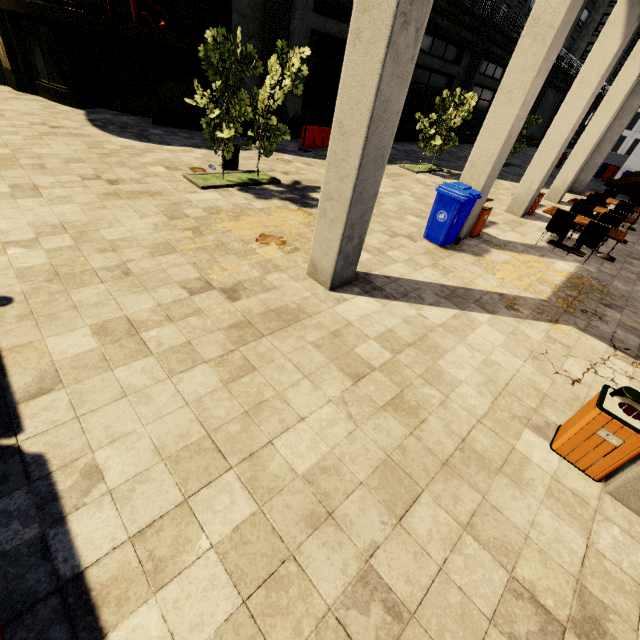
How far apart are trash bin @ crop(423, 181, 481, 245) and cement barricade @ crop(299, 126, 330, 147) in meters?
8.5

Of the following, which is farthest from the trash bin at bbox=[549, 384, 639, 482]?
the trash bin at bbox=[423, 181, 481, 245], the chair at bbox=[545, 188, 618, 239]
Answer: the chair at bbox=[545, 188, 618, 239]

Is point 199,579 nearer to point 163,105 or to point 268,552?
point 268,552

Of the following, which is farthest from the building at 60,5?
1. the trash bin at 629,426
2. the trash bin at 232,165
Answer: the trash bin at 232,165

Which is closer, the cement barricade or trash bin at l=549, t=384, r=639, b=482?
trash bin at l=549, t=384, r=639, b=482

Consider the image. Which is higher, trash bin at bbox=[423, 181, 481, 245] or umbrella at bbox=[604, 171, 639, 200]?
umbrella at bbox=[604, 171, 639, 200]

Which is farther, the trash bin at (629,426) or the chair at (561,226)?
the chair at (561,226)

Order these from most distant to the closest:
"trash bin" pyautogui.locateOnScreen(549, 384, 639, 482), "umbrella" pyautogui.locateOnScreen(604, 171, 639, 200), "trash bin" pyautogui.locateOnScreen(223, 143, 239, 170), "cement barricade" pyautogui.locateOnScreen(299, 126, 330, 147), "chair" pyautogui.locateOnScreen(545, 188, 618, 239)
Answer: "cement barricade" pyautogui.locateOnScreen(299, 126, 330, 147)
"trash bin" pyautogui.locateOnScreen(223, 143, 239, 170)
"chair" pyautogui.locateOnScreen(545, 188, 618, 239)
"umbrella" pyautogui.locateOnScreen(604, 171, 639, 200)
"trash bin" pyautogui.locateOnScreen(549, 384, 639, 482)
